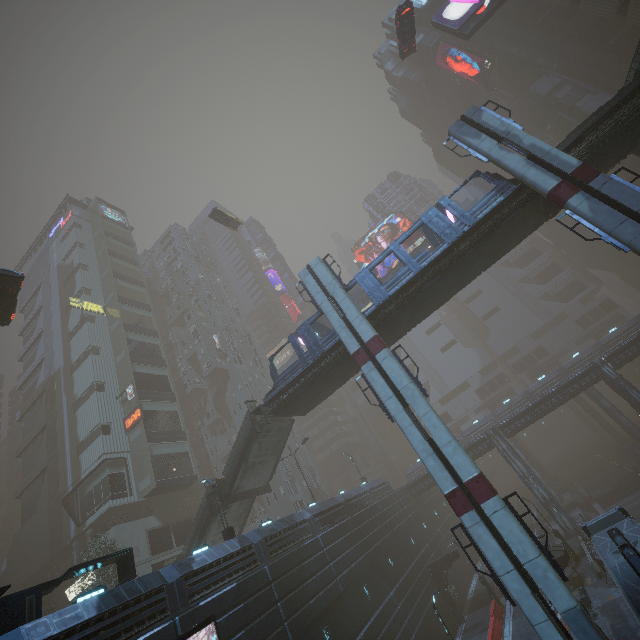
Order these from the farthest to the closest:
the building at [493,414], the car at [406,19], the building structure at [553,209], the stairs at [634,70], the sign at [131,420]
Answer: the building at [493,414] < the sign at [131,420] < the car at [406,19] < the building structure at [553,209] < the stairs at [634,70]

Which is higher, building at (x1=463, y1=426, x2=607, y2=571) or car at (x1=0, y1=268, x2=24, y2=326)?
car at (x1=0, y1=268, x2=24, y2=326)

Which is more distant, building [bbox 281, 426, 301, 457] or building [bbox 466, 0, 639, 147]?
building [bbox 281, 426, 301, 457]

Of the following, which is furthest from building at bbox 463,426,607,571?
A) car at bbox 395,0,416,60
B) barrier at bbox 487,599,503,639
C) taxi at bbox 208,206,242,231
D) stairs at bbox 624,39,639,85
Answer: taxi at bbox 208,206,242,231

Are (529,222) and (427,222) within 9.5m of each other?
yes

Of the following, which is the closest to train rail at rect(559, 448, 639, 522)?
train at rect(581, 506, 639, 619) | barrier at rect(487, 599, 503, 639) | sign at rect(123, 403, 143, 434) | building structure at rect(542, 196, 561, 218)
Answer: train at rect(581, 506, 639, 619)

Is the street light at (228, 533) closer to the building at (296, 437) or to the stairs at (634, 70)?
the building at (296, 437)

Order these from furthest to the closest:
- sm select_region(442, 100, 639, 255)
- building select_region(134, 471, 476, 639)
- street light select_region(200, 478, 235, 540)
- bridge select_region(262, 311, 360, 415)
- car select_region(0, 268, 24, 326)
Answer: bridge select_region(262, 311, 360, 415)
street light select_region(200, 478, 235, 540)
car select_region(0, 268, 24, 326)
building select_region(134, 471, 476, 639)
sm select_region(442, 100, 639, 255)
